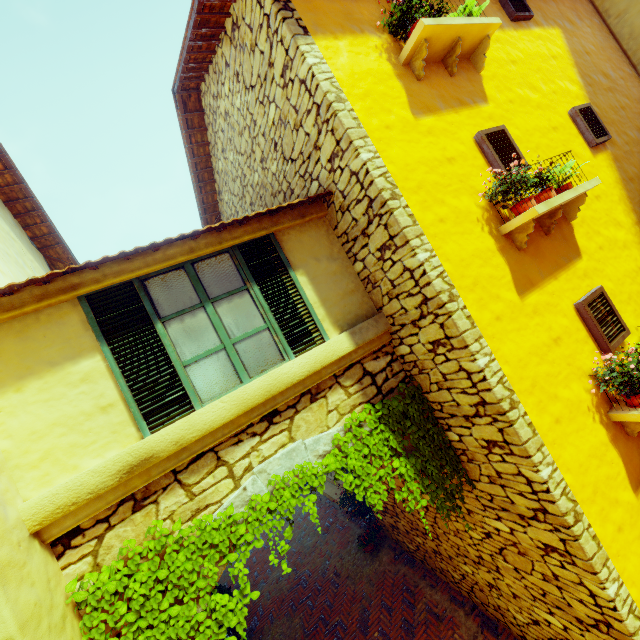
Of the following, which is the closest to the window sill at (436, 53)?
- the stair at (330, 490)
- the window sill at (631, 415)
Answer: the window sill at (631, 415)

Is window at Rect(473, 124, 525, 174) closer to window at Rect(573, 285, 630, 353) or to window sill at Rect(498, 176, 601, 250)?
window sill at Rect(498, 176, 601, 250)

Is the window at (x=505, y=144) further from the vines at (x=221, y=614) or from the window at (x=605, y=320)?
the window at (x=605, y=320)

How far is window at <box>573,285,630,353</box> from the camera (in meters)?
3.93

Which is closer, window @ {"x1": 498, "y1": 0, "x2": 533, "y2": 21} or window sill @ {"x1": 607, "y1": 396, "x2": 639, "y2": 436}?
window sill @ {"x1": 607, "y1": 396, "x2": 639, "y2": 436}

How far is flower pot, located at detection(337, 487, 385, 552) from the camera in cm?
768

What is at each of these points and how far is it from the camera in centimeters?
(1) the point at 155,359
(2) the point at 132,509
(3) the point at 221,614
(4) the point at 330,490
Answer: (1) window, 328cm
(2) stone doorway, 298cm
(3) vines, 287cm
(4) stair, 1143cm

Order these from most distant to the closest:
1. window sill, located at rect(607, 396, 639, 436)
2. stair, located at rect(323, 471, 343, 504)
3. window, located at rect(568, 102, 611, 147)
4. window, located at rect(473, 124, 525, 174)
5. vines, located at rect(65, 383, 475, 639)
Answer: stair, located at rect(323, 471, 343, 504), window, located at rect(568, 102, 611, 147), window, located at rect(473, 124, 525, 174), window sill, located at rect(607, 396, 639, 436), vines, located at rect(65, 383, 475, 639)
